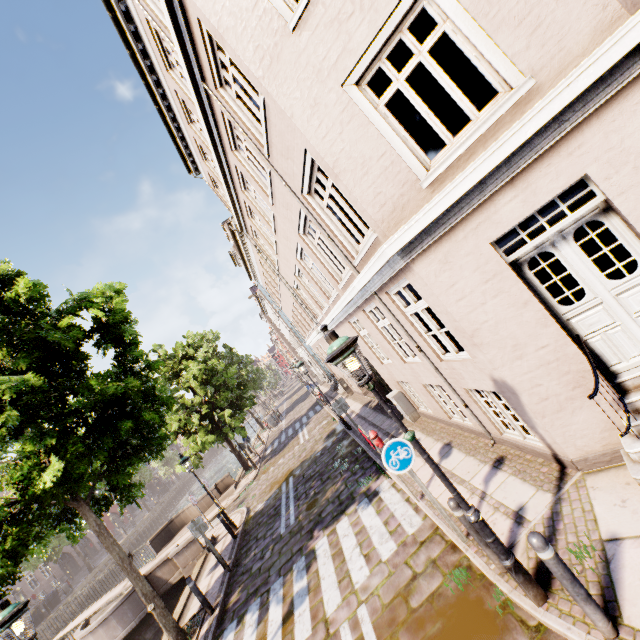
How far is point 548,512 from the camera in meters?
4.5

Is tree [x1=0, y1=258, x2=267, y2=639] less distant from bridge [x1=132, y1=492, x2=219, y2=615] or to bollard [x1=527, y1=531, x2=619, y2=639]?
bridge [x1=132, y1=492, x2=219, y2=615]

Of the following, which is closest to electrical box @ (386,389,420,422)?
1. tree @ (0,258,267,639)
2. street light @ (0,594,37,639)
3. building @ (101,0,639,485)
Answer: building @ (101,0,639,485)

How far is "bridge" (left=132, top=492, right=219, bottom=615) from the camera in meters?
12.9

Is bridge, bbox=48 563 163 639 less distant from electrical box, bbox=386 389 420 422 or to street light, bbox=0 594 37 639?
street light, bbox=0 594 37 639

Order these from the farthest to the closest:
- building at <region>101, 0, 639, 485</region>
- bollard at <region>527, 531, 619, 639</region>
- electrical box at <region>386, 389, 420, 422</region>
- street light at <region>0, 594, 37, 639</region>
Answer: electrical box at <region>386, 389, 420, 422</region> < street light at <region>0, 594, 37, 639</region> < building at <region>101, 0, 639, 485</region> < bollard at <region>527, 531, 619, 639</region>

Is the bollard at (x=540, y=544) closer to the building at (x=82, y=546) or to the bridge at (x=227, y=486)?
the bridge at (x=227, y=486)

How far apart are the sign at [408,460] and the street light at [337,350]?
1.3m
